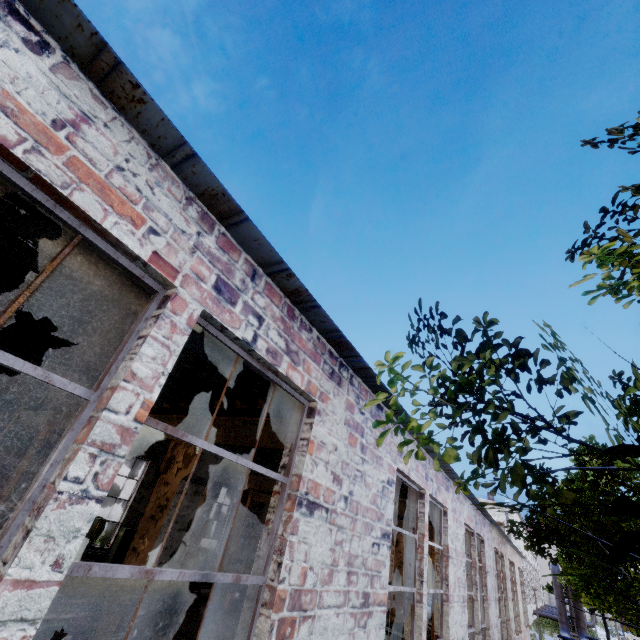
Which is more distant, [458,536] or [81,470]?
[458,536]

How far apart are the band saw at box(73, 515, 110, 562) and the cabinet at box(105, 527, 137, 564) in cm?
137

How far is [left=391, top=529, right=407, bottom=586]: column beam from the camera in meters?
12.7 m

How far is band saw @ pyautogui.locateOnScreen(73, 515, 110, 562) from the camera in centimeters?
993cm

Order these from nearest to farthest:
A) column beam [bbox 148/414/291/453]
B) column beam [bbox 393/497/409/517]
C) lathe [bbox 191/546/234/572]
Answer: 1. column beam [bbox 148/414/291/453]
2. column beam [bbox 393/497/409/517]
3. lathe [bbox 191/546/234/572]

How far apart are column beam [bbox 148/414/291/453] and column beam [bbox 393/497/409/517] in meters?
5.3 m

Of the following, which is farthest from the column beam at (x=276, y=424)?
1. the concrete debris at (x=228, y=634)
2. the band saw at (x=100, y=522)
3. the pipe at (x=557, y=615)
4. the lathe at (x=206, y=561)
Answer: the pipe at (x=557, y=615)

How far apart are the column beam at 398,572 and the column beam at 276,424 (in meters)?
11.31
